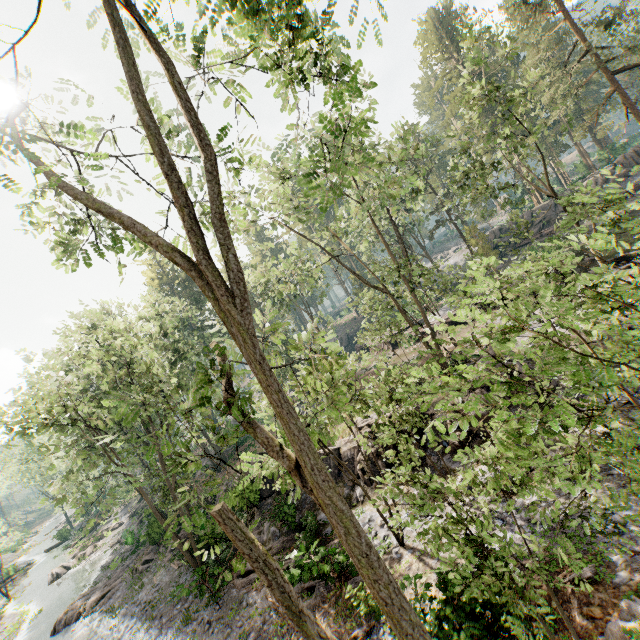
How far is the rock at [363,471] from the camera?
17.58m

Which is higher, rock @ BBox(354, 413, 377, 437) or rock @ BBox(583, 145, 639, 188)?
rock @ BBox(583, 145, 639, 188)

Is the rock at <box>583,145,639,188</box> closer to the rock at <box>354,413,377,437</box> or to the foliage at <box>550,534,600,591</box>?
the foliage at <box>550,534,600,591</box>

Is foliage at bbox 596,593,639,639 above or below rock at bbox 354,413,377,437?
below

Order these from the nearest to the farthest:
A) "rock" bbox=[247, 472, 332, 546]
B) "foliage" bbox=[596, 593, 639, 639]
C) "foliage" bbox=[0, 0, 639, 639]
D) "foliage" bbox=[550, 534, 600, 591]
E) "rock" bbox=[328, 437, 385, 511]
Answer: "foliage" bbox=[0, 0, 639, 639], "foliage" bbox=[550, 534, 600, 591], "foliage" bbox=[596, 593, 639, 639], "rock" bbox=[247, 472, 332, 546], "rock" bbox=[328, 437, 385, 511]

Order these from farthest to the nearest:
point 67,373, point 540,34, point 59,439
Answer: point 540,34 < point 67,373 < point 59,439

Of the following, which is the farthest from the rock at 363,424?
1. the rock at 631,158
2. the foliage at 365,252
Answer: the rock at 631,158
